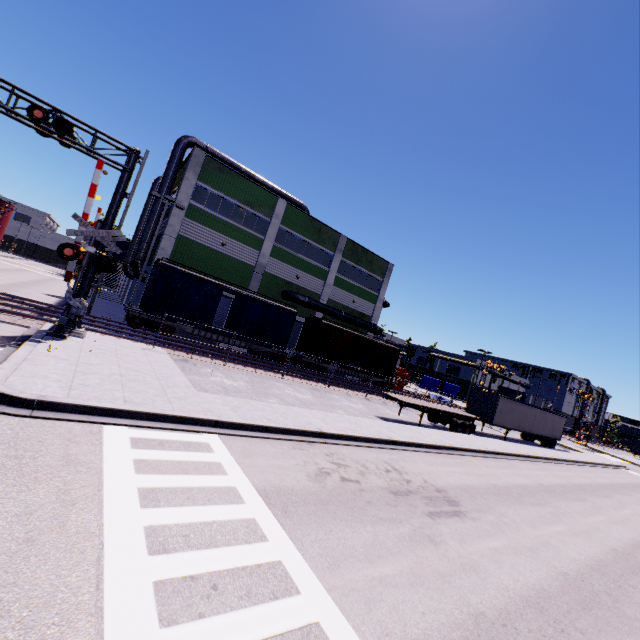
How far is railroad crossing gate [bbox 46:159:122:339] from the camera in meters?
13.1 m

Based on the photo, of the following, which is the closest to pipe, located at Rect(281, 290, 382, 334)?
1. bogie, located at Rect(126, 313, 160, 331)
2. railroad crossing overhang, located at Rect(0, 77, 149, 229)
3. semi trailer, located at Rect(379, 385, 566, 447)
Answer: semi trailer, located at Rect(379, 385, 566, 447)

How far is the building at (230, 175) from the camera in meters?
26.3 m

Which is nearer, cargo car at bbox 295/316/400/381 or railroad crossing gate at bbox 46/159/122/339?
railroad crossing gate at bbox 46/159/122/339

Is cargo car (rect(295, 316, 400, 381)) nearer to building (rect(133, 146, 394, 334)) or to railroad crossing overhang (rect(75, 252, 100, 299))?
building (rect(133, 146, 394, 334))

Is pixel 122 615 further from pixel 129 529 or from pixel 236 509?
pixel 236 509

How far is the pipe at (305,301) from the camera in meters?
31.5 m

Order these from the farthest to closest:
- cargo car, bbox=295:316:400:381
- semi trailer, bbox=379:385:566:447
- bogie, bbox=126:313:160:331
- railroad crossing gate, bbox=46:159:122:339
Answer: cargo car, bbox=295:316:400:381, semi trailer, bbox=379:385:566:447, bogie, bbox=126:313:160:331, railroad crossing gate, bbox=46:159:122:339
